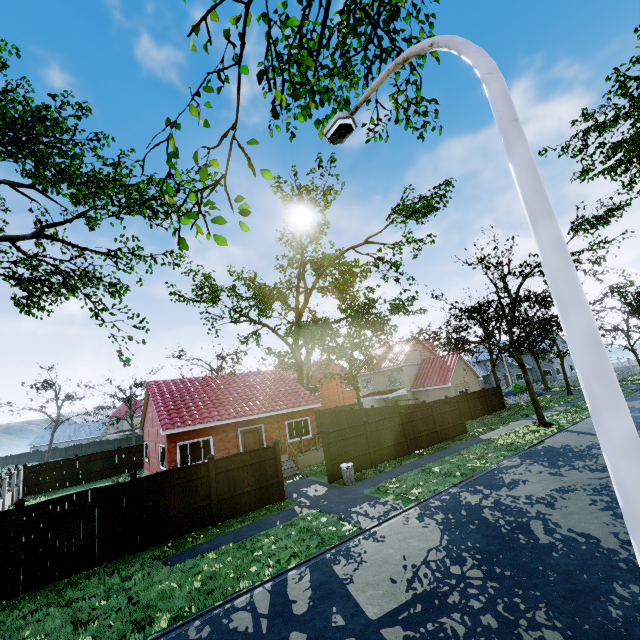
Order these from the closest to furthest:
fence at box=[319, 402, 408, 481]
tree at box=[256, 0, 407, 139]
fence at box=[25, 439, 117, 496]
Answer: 1. tree at box=[256, 0, 407, 139]
2. fence at box=[319, 402, 408, 481]
3. fence at box=[25, 439, 117, 496]

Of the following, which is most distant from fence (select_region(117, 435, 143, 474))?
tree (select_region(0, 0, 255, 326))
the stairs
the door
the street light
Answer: the door

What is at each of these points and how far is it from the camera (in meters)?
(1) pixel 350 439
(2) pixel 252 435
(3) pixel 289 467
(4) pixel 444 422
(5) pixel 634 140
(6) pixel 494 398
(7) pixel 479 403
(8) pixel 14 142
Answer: (1) fence, 17.23
(2) door, 20.73
(3) stairs, 18.83
(4) fence, 21.95
(5) tree, 25.77
(6) fence, 31.81
(7) fence, 30.12
(8) tree, 21.95

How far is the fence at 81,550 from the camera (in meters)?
9.67

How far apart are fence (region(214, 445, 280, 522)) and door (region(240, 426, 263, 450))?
6.30m

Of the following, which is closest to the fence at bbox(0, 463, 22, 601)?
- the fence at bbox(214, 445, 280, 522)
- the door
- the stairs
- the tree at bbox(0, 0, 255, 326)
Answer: the fence at bbox(214, 445, 280, 522)

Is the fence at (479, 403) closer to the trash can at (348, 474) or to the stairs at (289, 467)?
the trash can at (348, 474)
